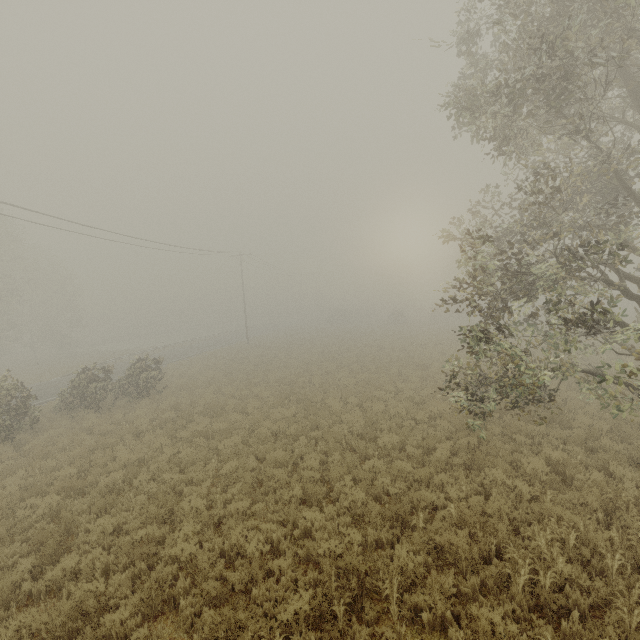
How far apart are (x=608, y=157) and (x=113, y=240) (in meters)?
25.80
